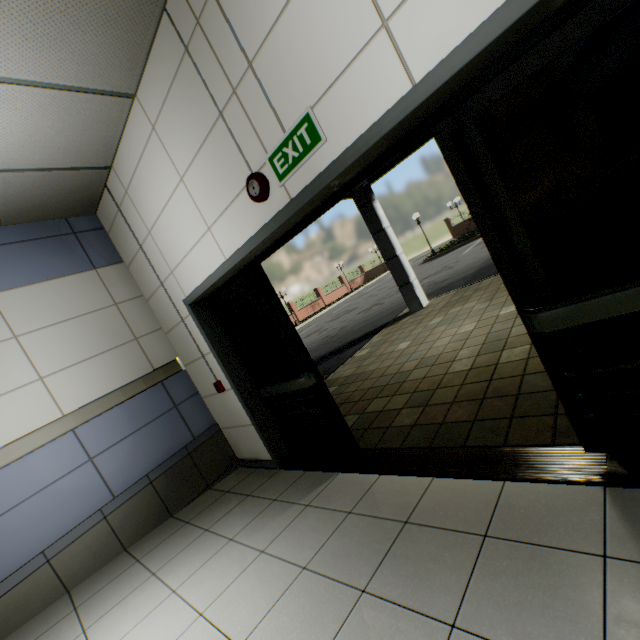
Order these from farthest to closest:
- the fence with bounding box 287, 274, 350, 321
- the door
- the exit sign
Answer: the fence with bounding box 287, 274, 350, 321, the exit sign, the door

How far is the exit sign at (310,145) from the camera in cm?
193

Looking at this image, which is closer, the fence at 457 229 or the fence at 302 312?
the fence at 302 312

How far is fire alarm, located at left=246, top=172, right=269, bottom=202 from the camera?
2.3 meters

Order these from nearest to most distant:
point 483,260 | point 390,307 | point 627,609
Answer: point 627,609 → point 483,260 → point 390,307

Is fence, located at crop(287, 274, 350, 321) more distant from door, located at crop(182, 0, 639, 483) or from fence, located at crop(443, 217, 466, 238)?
door, located at crop(182, 0, 639, 483)

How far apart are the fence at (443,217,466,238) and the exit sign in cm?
3225

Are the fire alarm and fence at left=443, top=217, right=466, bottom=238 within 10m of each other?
no
